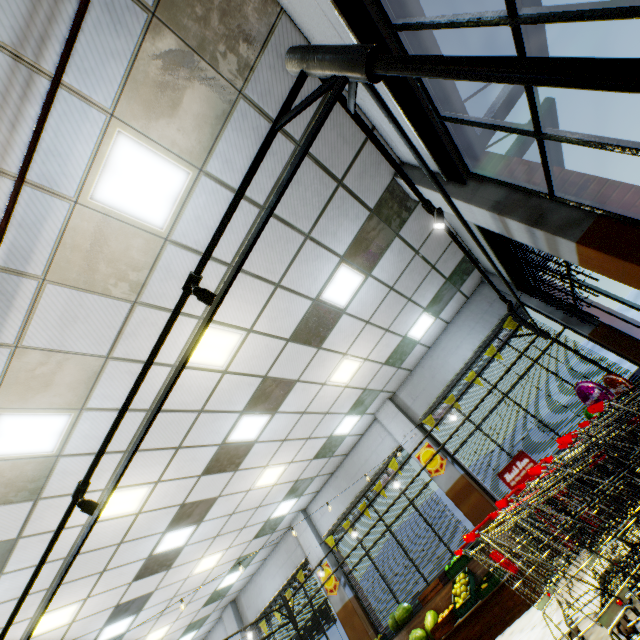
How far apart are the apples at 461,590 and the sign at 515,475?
2.0 meters

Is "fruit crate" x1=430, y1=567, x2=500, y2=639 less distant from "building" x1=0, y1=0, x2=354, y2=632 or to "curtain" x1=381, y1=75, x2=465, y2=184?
"building" x1=0, y1=0, x2=354, y2=632

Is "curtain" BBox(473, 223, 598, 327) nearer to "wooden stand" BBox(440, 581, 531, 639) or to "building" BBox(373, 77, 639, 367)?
"building" BBox(373, 77, 639, 367)

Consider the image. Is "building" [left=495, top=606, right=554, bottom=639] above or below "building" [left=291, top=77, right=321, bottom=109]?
below

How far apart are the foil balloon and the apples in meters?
4.2

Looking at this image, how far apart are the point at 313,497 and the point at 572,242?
10.73m

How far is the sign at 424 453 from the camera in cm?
869

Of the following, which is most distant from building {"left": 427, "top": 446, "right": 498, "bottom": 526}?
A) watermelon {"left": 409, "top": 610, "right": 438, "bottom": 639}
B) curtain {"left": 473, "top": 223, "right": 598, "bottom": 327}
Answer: watermelon {"left": 409, "top": 610, "right": 438, "bottom": 639}
